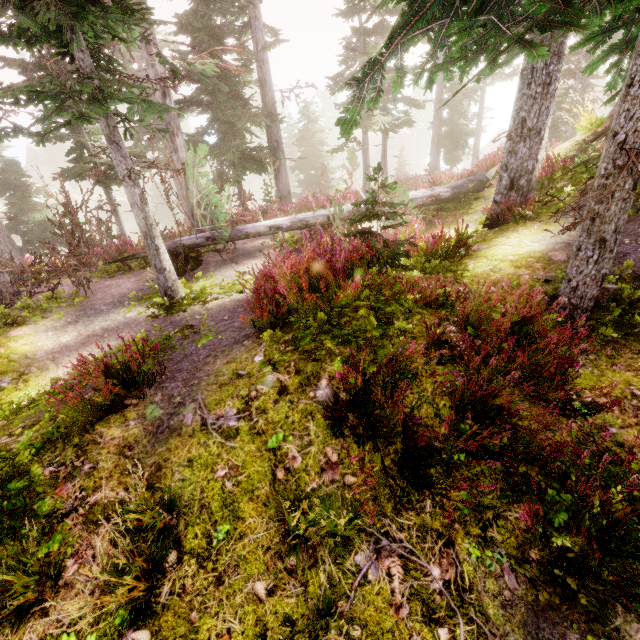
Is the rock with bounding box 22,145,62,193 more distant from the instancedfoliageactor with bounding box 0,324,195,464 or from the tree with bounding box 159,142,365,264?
the tree with bounding box 159,142,365,264

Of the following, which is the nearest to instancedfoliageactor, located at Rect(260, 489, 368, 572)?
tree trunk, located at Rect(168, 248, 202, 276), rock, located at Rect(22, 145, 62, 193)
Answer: rock, located at Rect(22, 145, 62, 193)

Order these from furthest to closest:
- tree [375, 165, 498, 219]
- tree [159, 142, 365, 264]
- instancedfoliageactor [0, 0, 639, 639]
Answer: tree [375, 165, 498, 219] < tree [159, 142, 365, 264] < instancedfoliageactor [0, 0, 639, 639]

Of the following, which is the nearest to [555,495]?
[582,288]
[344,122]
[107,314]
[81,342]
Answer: [582,288]

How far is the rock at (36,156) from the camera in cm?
4984

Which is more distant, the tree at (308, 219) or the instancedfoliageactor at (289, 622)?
the tree at (308, 219)

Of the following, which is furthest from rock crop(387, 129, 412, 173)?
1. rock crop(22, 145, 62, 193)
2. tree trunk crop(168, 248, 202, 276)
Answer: tree trunk crop(168, 248, 202, 276)
